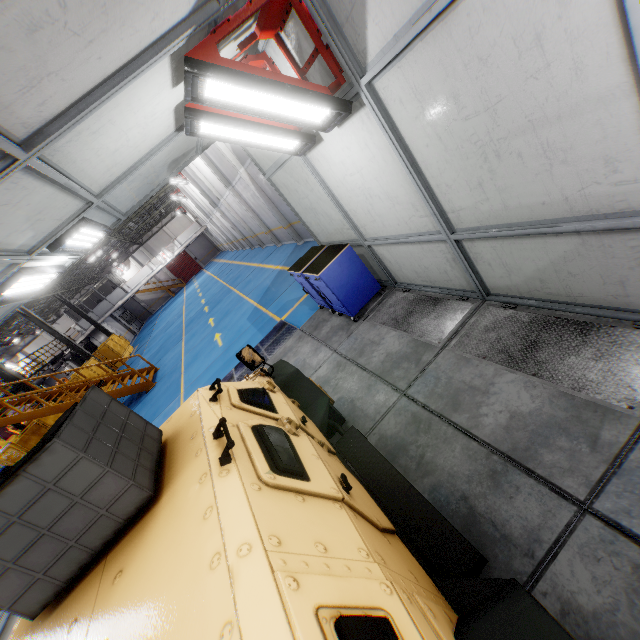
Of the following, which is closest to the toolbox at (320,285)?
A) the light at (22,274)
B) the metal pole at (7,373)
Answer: the light at (22,274)

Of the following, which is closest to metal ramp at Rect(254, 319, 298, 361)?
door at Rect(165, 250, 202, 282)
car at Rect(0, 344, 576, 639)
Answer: car at Rect(0, 344, 576, 639)

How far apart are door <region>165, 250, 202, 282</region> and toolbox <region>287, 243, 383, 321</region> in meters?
48.7

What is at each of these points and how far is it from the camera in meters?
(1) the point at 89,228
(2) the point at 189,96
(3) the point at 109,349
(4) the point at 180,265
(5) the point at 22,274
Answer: (1) light, 4.6
(2) light, 3.1
(3) metal panel, 27.2
(4) door, 49.9
(5) light, 4.1

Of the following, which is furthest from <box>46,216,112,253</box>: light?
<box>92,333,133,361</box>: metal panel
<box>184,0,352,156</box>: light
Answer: <box>92,333,133,361</box>: metal panel

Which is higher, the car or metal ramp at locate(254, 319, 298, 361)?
the car

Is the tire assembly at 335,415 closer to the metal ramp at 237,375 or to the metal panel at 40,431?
the metal ramp at 237,375

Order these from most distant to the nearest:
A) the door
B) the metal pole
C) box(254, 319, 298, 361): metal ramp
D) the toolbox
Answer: the door < the metal pole < box(254, 319, 298, 361): metal ramp < the toolbox
